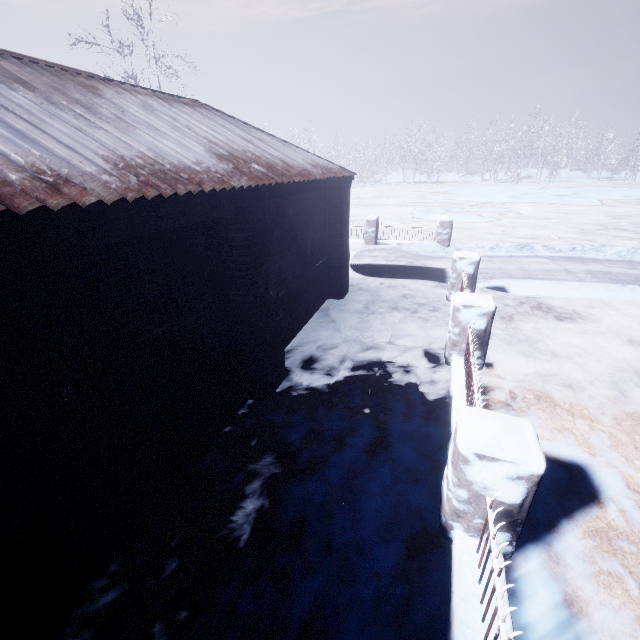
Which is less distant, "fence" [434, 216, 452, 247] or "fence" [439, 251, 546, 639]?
"fence" [439, 251, 546, 639]

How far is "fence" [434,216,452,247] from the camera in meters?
10.2 m

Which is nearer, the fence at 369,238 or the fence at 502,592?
the fence at 502,592

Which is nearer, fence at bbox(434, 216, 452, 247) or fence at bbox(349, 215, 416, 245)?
fence at bbox(434, 216, 452, 247)

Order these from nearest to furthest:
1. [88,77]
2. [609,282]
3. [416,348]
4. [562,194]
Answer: [88,77]
[416,348]
[609,282]
[562,194]
